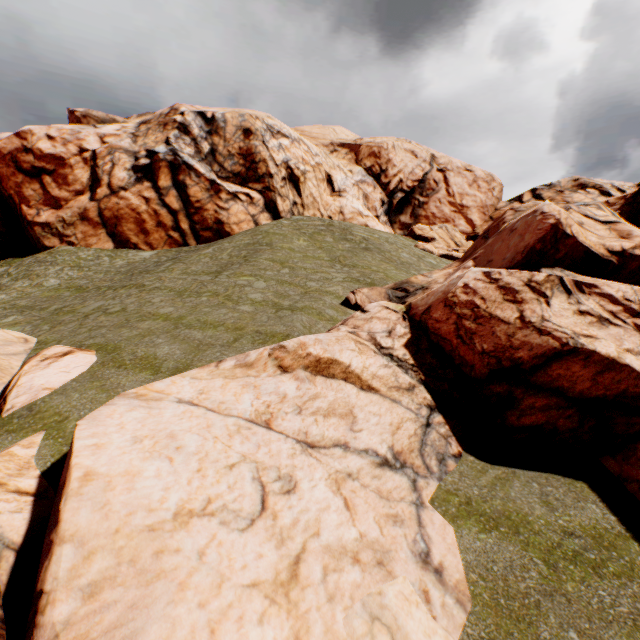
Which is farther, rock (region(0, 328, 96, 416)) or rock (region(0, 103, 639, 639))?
rock (region(0, 328, 96, 416))

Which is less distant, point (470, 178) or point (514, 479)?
point (514, 479)

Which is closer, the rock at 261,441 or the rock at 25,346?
the rock at 261,441
